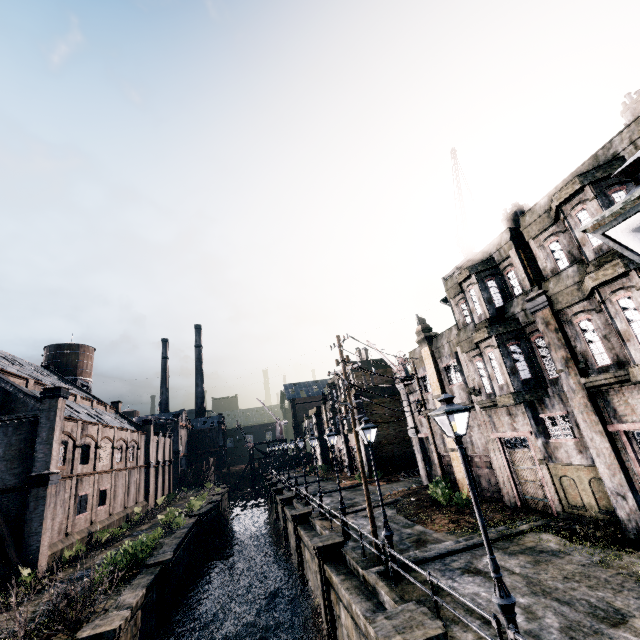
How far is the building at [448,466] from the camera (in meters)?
21.19

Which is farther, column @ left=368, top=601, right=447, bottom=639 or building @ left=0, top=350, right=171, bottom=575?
building @ left=0, top=350, right=171, bottom=575

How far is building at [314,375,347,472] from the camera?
47.7 meters

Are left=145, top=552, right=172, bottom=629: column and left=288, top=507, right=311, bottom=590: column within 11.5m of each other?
yes

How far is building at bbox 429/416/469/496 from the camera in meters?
21.2 m

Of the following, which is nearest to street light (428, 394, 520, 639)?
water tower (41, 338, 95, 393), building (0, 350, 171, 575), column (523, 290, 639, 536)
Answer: column (523, 290, 639, 536)

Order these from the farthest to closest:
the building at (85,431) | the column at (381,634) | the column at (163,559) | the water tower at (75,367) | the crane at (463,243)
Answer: the water tower at (75,367) → the building at (85,431) → the crane at (463,243) → the column at (163,559) → the column at (381,634)

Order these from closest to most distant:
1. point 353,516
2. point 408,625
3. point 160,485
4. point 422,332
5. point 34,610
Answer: point 408,625, point 34,610, point 353,516, point 422,332, point 160,485
